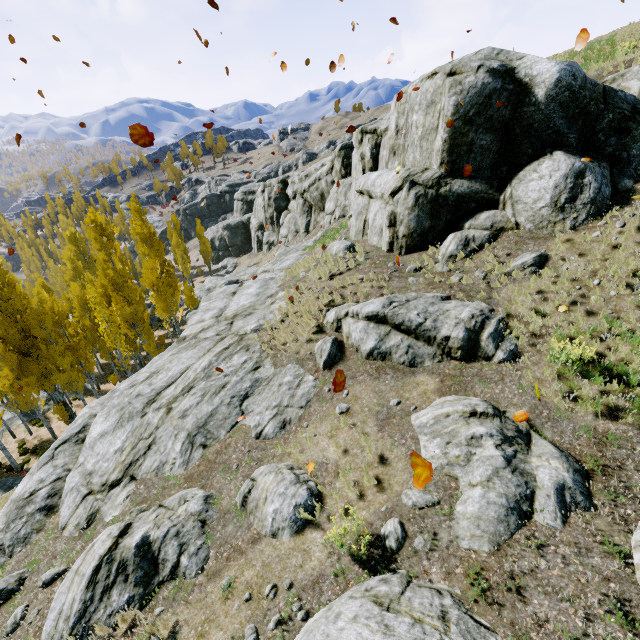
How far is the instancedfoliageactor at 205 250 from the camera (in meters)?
52.41

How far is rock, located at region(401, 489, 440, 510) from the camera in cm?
589

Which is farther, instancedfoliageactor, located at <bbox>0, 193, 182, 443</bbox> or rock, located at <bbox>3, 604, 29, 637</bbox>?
instancedfoliageactor, located at <bbox>0, 193, 182, 443</bbox>

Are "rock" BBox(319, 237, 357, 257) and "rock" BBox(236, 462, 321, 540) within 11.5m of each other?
yes

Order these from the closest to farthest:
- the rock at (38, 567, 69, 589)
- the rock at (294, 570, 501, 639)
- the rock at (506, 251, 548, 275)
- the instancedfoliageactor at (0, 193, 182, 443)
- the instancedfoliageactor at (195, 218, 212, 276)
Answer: the rock at (294, 570, 501, 639) → the rock at (38, 567, 69, 589) → the rock at (506, 251, 548, 275) → the instancedfoliageactor at (0, 193, 182, 443) → the instancedfoliageactor at (195, 218, 212, 276)

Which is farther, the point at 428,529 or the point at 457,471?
the point at 457,471

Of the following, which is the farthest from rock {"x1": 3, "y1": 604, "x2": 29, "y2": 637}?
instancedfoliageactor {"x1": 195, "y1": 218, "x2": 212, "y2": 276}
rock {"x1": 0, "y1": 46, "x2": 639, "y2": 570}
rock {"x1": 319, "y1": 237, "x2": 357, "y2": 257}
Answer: instancedfoliageactor {"x1": 195, "y1": 218, "x2": 212, "y2": 276}

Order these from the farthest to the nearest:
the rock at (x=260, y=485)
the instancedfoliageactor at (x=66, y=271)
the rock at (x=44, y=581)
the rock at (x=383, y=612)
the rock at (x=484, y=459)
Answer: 1. the instancedfoliageactor at (x=66, y=271)
2. the rock at (x=44, y=581)
3. the rock at (x=260, y=485)
4. the rock at (x=484, y=459)
5. the rock at (x=383, y=612)
